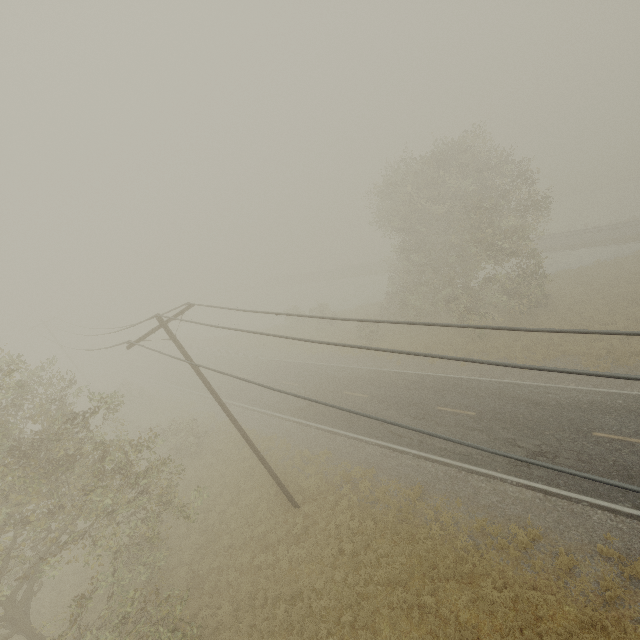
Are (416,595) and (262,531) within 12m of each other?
yes
